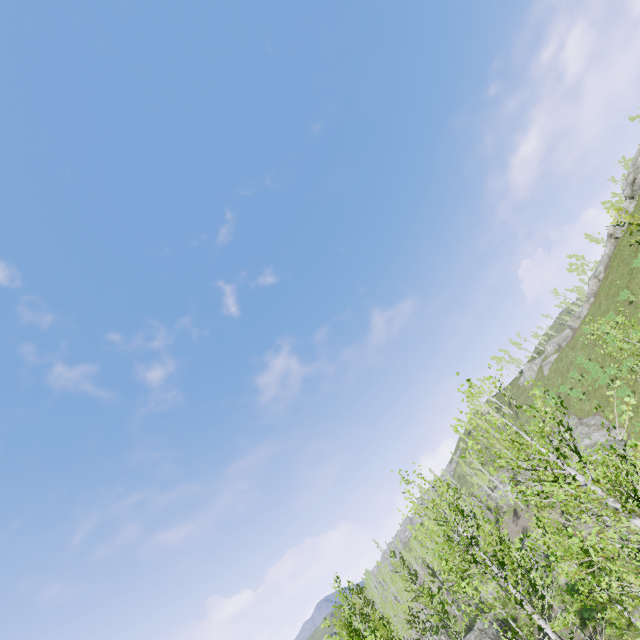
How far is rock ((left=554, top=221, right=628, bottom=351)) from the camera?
46.50m

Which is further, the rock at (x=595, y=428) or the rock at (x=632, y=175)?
the rock at (x=632, y=175)

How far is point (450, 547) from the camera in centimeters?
780cm

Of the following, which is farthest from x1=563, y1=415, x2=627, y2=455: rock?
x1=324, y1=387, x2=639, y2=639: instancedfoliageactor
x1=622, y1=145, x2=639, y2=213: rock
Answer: x1=622, y1=145, x2=639, y2=213: rock

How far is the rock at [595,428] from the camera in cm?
3231

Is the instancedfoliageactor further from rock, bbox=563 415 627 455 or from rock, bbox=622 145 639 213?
rock, bbox=622 145 639 213

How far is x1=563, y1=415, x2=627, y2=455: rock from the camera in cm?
3231

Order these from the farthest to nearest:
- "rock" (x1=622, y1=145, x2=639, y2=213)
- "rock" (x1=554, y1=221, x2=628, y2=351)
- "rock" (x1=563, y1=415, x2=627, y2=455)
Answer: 1. "rock" (x1=554, y1=221, x2=628, y2=351)
2. "rock" (x1=622, y1=145, x2=639, y2=213)
3. "rock" (x1=563, y1=415, x2=627, y2=455)
